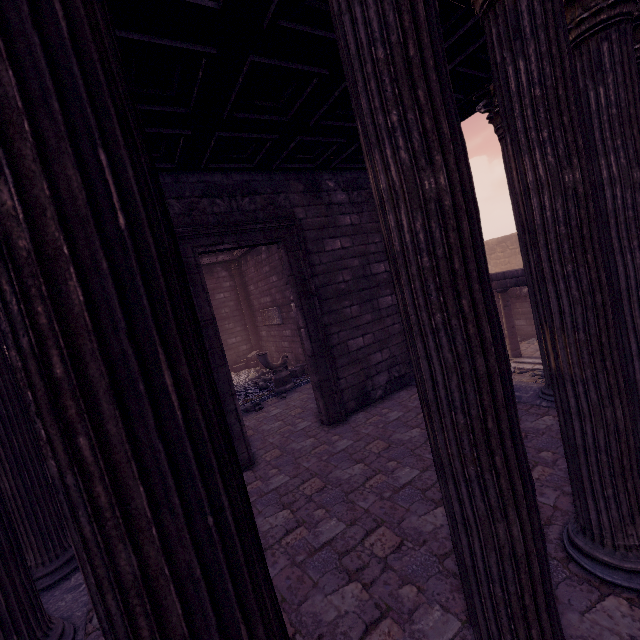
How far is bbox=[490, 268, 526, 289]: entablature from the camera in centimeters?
1038cm

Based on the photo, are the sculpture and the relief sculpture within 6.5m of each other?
yes

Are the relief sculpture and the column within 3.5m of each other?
no

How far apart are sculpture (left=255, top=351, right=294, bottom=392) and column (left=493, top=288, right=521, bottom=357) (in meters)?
7.58

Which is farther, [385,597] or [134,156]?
[385,597]

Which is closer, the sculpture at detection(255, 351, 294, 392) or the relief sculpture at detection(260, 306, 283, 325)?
the sculpture at detection(255, 351, 294, 392)

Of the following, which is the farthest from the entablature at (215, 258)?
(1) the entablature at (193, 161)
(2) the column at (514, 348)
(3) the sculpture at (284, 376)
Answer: (2) the column at (514, 348)

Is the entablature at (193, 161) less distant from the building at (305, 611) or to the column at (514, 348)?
the building at (305, 611)
